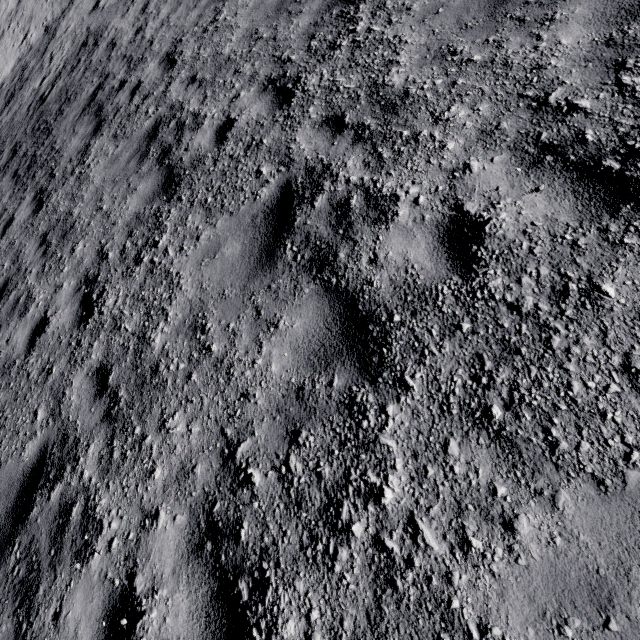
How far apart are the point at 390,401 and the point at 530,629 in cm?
134
